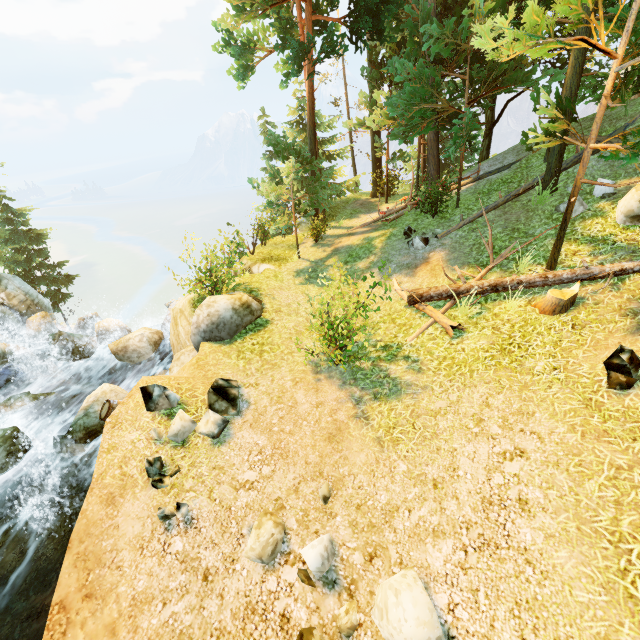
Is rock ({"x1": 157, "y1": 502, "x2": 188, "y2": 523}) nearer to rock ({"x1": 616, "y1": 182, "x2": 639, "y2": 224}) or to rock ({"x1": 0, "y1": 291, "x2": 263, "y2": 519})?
rock ({"x1": 0, "y1": 291, "x2": 263, "y2": 519})

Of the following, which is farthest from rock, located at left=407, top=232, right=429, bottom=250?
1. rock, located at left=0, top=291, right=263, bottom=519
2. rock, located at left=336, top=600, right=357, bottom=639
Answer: rock, located at left=336, top=600, right=357, bottom=639

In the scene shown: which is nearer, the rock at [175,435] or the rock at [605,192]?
the rock at [175,435]

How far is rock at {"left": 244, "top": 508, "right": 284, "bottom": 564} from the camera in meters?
4.9 m

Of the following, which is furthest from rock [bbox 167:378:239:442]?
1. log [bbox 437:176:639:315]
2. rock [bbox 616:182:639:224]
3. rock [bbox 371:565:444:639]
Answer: rock [bbox 616:182:639:224]

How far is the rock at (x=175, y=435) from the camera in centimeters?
644cm

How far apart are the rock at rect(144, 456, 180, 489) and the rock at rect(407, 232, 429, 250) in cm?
1062

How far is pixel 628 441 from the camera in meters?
4.7
